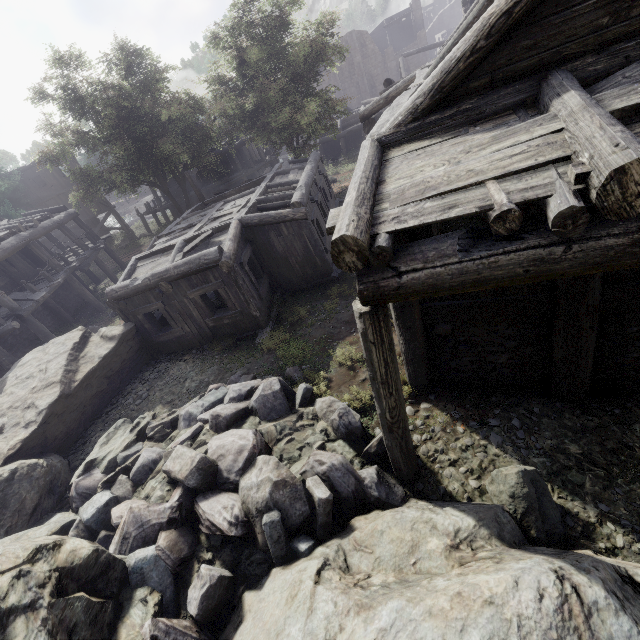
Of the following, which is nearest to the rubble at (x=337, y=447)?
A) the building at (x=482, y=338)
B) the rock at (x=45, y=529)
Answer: the rock at (x=45, y=529)

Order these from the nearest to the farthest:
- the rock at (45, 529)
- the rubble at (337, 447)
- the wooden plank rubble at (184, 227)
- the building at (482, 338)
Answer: the building at (482, 338) < the rock at (45, 529) < the rubble at (337, 447) < the wooden plank rubble at (184, 227)

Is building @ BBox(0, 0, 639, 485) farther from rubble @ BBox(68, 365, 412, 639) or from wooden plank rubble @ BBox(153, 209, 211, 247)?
rubble @ BBox(68, 365, 412, 639)

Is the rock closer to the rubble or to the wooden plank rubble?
the rubble

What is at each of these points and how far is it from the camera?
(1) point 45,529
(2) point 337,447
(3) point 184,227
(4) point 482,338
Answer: (1) rock, 5.69m
(2) rubble, 5.91m
(3) wooden plank rubble, 13.43m
(4) building, 5.93m

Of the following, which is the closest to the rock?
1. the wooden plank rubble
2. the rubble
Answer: the rubble

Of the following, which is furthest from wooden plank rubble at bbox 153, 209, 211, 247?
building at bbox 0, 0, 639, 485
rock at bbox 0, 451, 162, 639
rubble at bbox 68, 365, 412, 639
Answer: rock at bbox 0, 451, 162, 639

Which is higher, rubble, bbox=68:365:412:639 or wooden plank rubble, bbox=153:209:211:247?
wooden plank rubble, bbox=153:209:211:247
